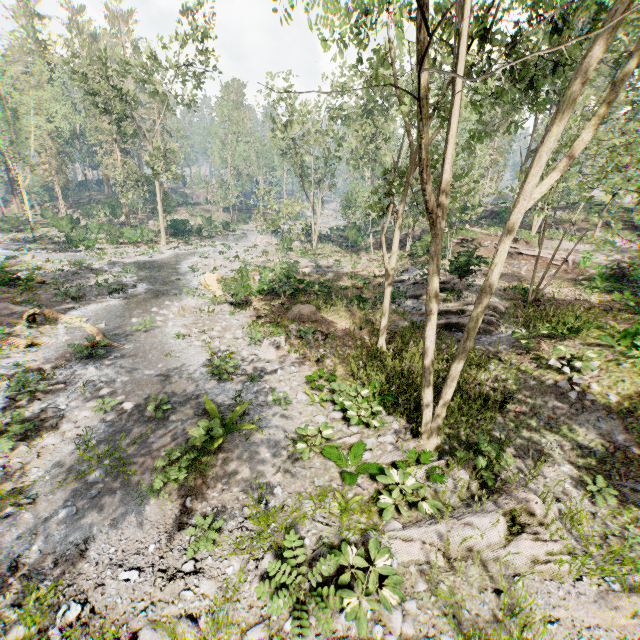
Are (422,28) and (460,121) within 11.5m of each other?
yes

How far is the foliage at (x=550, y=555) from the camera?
6.3m

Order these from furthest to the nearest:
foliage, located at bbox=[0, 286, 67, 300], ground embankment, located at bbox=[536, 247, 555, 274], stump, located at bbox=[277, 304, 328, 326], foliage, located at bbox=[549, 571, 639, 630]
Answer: ground embankment, located at bbox=[536, 247, 555, 274]
foliage, located at bbox=[0, 286, 67, 300]
stump, located at bbox=[277, 304, 328, 326]
foliage, located at bbox=[549, 571, 639, 630]

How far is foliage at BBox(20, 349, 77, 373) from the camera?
12.0 meters

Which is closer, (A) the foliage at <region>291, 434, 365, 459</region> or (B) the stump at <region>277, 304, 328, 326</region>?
(A) the foliage at <region>291, 434, 365, 459</region>

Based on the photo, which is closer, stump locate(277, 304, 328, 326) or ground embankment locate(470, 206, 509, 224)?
stump locate(277, 304, 328, 326)

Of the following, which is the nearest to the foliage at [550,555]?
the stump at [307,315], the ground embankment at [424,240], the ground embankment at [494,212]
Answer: the ground embankment at [424,240]

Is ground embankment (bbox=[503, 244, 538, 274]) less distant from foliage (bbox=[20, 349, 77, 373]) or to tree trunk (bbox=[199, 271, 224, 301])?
foliage (bbox=[20, 349, 77, 373])
